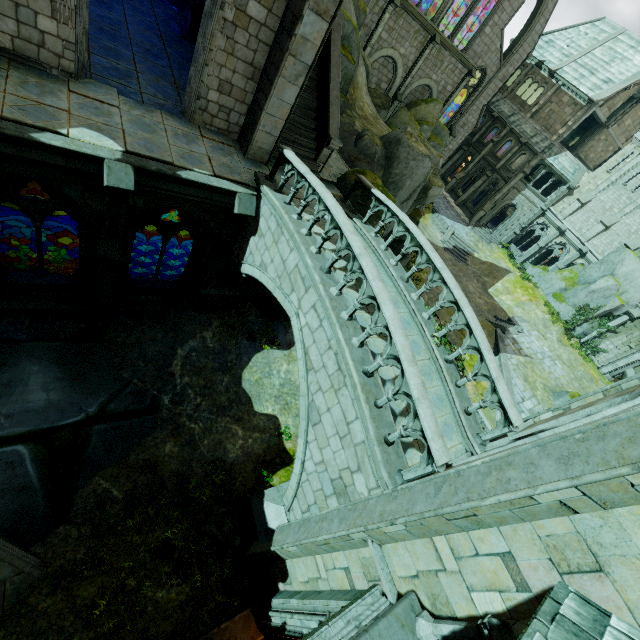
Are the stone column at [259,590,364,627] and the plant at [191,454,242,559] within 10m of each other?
yes

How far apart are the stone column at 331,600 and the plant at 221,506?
1.2 meters

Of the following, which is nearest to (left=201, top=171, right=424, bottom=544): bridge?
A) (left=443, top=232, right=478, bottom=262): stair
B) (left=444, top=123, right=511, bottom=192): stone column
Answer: (left=443, top=232, right=478, bottom=262): stair

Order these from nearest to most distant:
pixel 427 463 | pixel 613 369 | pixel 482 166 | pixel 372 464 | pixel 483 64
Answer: pixel 427 463
pixel 372 464
pixel 483 64
pixel 613 369
pixel 482 166

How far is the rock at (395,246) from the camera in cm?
2010

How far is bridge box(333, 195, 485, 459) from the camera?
7.9m

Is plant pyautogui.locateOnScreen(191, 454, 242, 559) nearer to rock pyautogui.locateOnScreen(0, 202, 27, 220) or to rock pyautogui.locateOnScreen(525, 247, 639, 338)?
rock pyautogui.locateOnScreen(0, 202, 27, 220)

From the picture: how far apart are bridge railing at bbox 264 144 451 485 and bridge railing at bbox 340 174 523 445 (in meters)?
2.66
